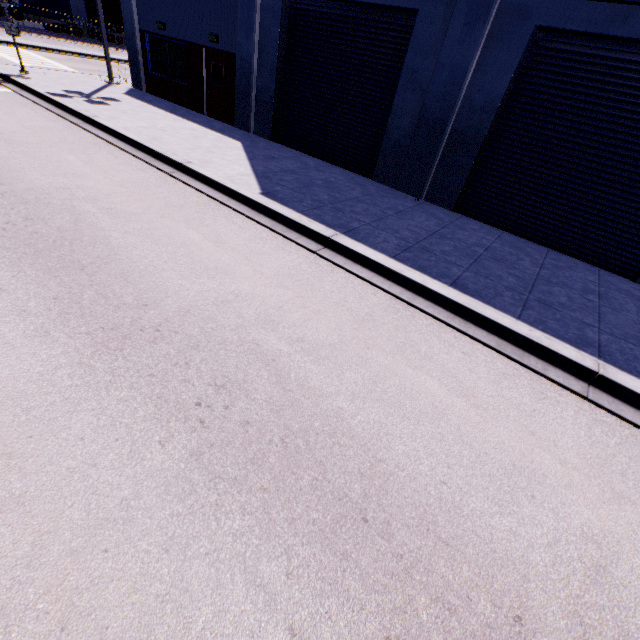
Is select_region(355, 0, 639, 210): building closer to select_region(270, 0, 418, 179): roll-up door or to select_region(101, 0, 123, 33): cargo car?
select_region(270, 0, 418, 179): roll-up door

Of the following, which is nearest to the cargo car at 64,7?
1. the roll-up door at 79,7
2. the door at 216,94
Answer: the roll-up door at 79,7

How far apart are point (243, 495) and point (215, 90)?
16.7m

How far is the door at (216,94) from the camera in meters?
13.3

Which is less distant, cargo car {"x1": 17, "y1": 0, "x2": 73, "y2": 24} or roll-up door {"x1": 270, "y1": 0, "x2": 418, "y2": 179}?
roll-up door {"x1": 270, "y1": 0, "x2": 418, "y2": 179}

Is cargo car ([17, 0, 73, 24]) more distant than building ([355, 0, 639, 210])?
Yes

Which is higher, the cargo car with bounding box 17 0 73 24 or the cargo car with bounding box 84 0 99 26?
the cargo car with bounding box 84 0 99 26

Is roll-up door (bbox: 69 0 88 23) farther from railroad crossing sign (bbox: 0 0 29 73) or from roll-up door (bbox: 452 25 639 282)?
roll-up door (bbox: 452 25 639 282)
